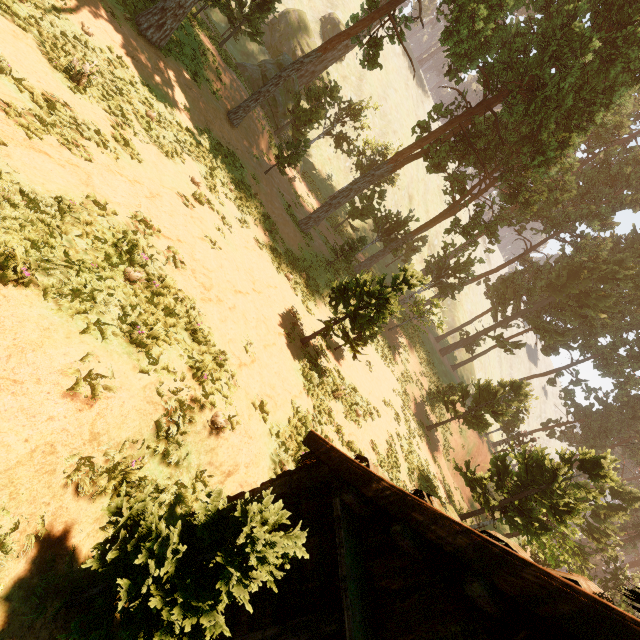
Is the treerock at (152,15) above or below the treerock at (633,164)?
below

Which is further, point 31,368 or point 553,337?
point 553,337

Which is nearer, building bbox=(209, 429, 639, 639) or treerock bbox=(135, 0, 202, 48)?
building bbox=(209, 429, 639, 639)

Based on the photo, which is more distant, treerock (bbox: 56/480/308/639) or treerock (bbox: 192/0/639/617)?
treerock (bbox: 192/0/639/617)

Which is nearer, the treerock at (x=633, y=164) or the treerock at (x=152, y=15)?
the treerock at (x=152, y=15)

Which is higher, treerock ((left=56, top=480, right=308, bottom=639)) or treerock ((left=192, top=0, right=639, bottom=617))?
treerock ((left=192, top=0, right=639, bottom=617))
